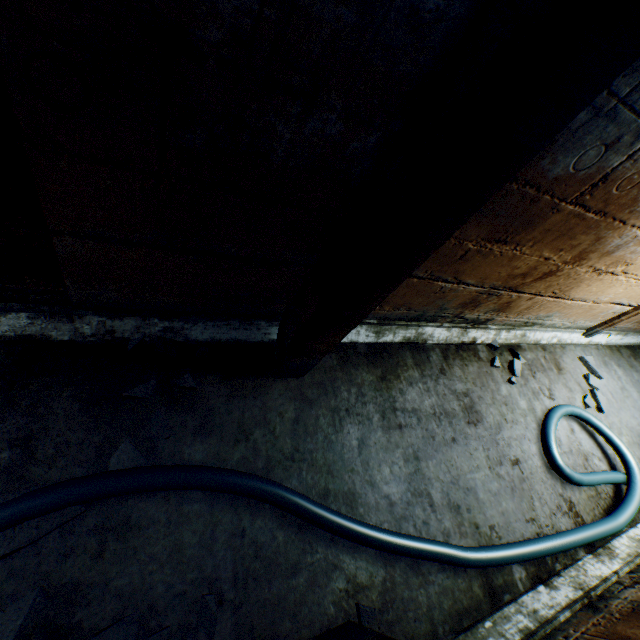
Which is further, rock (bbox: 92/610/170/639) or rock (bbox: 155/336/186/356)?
rock (bbox: 155/336/186/356)

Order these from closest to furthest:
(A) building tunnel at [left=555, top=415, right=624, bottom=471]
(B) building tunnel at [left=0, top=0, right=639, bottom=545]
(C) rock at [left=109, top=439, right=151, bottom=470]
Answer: (B) building tunnel at [left=0, top=0, right=639, bottom=545] < (C) rock at [left=109, top=439, right=151, bottom=470] < (A) building tunnel at [left=555, top=415, right=624, bottom=471]

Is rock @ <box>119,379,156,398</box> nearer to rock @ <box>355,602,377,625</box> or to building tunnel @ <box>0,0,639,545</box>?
building tunnel @ <box>0,0,639,545</box>

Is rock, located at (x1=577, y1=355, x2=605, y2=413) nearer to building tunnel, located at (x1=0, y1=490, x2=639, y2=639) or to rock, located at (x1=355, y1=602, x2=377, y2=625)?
building tunnel, located at (x1=0, y1=490, x2=639, y2=639)

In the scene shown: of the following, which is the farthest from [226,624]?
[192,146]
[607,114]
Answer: [607,114]

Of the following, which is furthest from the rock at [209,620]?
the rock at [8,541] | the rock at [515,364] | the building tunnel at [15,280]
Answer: the rock at [515,364]

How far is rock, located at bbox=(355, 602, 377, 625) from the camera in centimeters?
135cm

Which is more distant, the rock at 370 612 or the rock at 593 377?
the rock at 593 377
